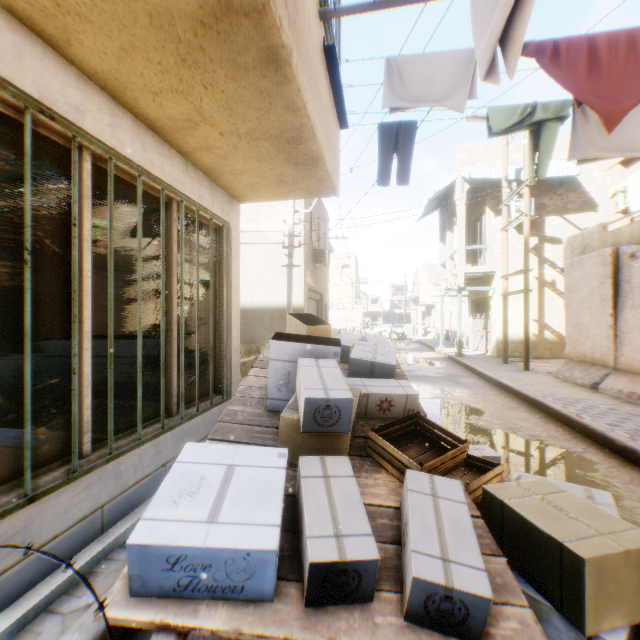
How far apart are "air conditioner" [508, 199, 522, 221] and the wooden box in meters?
13.6 m

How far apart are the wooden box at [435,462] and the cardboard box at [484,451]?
1.13m

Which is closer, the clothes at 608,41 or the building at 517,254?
the clothes at 608,41

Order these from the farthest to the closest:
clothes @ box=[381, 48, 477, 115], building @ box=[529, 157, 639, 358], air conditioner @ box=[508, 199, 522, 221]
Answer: air conditioner @ box=[508, 199, 522, 221] → building @ box=[529, 157, 639, 358] → clothes @ box=[381, 48, 477, 115]

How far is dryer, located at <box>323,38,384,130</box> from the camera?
3.1m

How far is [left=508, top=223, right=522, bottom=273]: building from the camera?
14.2m

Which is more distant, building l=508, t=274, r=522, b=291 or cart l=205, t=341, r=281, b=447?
building l=508, t=274, r=522, b=291

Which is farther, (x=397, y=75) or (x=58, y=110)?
(x=397, y=75)
